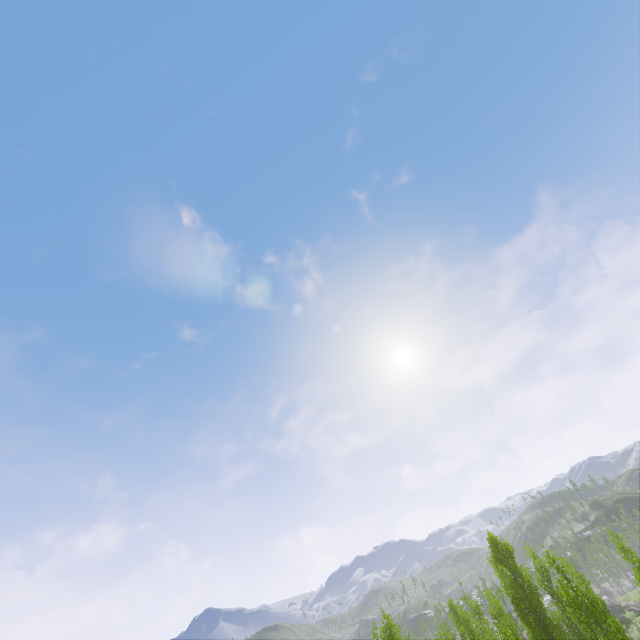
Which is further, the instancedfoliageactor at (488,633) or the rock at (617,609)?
the rock at (617,609)

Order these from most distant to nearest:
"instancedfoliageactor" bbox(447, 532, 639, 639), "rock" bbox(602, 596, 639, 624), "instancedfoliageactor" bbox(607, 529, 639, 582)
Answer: "rock" bbox(602, 596, 639, 624), "instancedfoliageactor" bbox(607, 529, 639, 582), "instancedfoliageactor" bbox(447, 532, 639, 639)

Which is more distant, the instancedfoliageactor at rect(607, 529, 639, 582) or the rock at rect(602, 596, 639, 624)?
the rock at rect(602, 596, 639, 624)

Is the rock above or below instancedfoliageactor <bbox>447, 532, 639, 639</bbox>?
below

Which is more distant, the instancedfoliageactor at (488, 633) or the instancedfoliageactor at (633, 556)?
the instancedfoliageactor at (633, 556)

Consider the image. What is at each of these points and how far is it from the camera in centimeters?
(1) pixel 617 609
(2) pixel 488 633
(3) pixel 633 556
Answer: (1) rock, 4156cm
(2) instancedfoliageactor, 2778cm
(3) instancedfoliageactor, 2561cm
